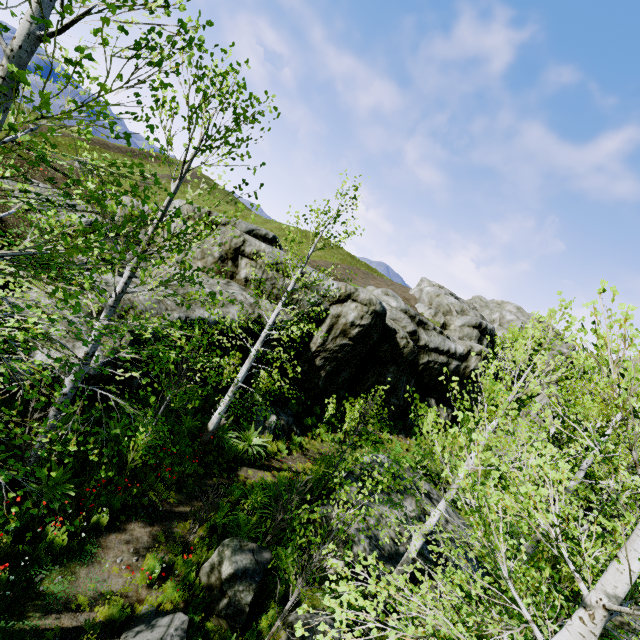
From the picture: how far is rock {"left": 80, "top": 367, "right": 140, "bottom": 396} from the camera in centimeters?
802cm

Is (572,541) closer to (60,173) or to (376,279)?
(60,173)

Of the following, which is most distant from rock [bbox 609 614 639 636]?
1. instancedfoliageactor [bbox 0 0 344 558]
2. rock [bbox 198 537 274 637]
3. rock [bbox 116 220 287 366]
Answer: rock [bbox 198 537 274 637]

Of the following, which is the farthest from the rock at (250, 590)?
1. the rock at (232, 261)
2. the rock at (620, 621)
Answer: the rock at (620, 621)

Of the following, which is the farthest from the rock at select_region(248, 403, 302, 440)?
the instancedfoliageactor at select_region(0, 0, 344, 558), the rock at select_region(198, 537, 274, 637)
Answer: the rock at select_region(198, 537, 274, 637)

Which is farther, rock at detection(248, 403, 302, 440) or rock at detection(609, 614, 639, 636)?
rock at detection(248, 403, 302, 440)

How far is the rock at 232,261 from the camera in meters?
11.4 m
